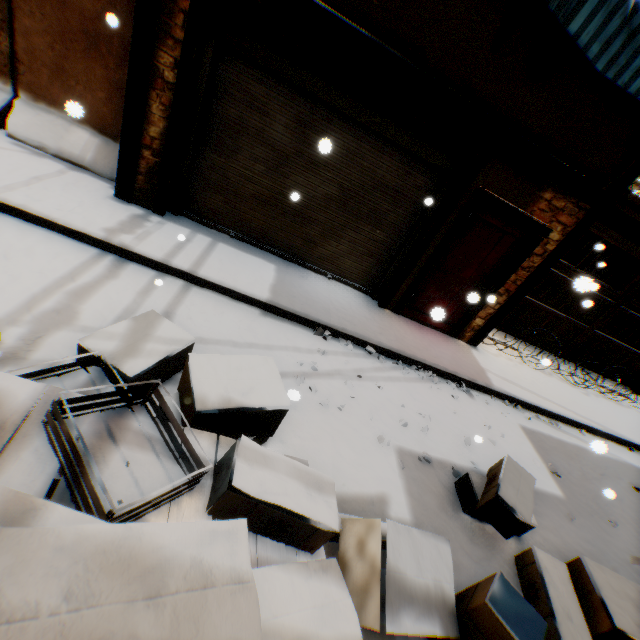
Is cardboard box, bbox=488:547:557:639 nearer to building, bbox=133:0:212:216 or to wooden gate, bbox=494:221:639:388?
building, bbox=133:0:212:216

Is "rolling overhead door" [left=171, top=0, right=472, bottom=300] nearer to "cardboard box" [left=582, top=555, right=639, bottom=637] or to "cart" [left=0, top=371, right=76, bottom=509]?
"cardboard box" [left=582, top=555, right=639, bottom=637]

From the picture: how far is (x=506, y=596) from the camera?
2.05m

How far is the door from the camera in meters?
5.4

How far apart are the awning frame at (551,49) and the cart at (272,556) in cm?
466

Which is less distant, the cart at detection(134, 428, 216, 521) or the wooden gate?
the cart at detection(134, 428, 216, 521)

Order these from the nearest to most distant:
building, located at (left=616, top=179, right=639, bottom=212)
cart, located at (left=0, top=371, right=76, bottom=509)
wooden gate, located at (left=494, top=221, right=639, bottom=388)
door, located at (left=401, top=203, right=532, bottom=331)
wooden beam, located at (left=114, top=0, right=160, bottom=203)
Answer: cart, located at (left=0, top=371, right=76, bottom=509) → wooden beam, located at (left=114, top=0, right=160, bottom=203) → door, located at (left=401, top=203, right=532, bottom=331) → building, located at (left=616, top=179, right=639, bottom=212) → wooden gate, located at (left=494, top=221, right=639, bottom=388)

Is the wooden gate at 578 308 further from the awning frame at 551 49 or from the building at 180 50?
the awning frame at 551 49
